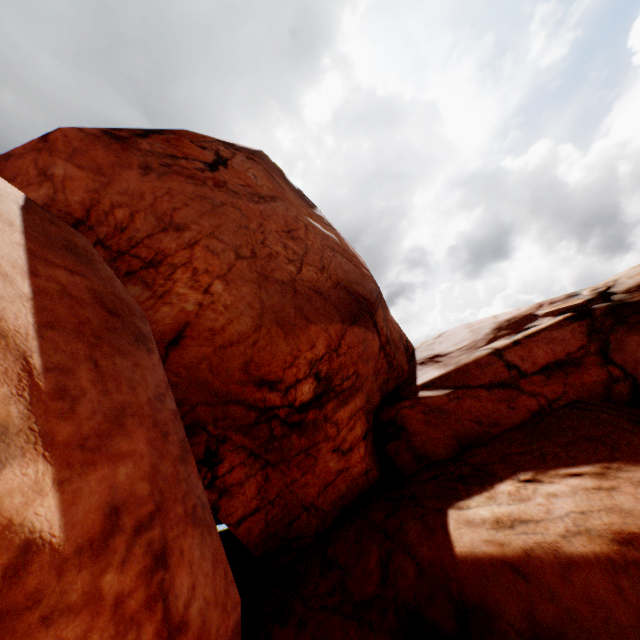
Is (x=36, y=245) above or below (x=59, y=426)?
above
